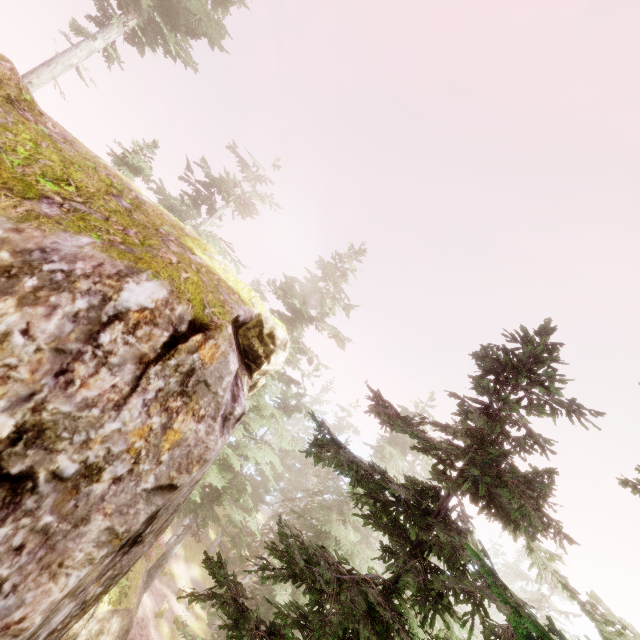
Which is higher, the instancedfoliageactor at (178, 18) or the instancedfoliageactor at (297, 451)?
the instancedfoliageactor at (178, 18)

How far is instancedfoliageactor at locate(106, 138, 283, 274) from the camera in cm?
1802

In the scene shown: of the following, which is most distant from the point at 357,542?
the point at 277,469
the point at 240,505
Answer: the point at 240,505

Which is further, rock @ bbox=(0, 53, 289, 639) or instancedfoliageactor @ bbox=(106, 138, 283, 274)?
instancedfoliageactor @ bbox=(106, 138, 283, 274)

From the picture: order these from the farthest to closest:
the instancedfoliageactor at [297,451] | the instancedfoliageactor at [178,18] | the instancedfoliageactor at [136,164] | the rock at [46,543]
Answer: the instancedfoliageactor at [136,164] → the instancedfoliageactor at [178,18] → the instancedfoliageactor at [297,451] → the rock at [46,543]

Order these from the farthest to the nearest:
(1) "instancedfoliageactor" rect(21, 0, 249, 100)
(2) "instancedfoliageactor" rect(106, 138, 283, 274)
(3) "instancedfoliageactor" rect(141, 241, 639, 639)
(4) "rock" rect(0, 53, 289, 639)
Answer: (2) "instancedfoliageactor" rect(106, 138, 283, 274)
(1) "instancedfoliageactor" rect(21, 0, 249, 100)
(3) "instancedfoliageactor" rect(141, 241, 639, 639)
(4) "rock" rect(0, 53, 289, 639)
